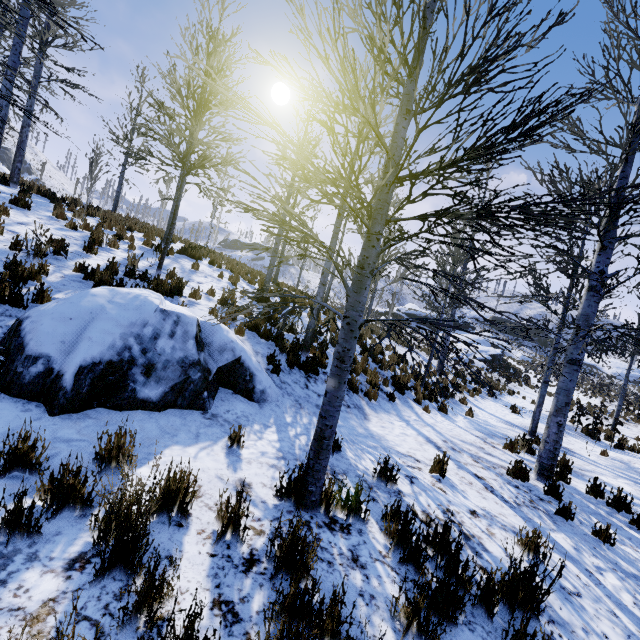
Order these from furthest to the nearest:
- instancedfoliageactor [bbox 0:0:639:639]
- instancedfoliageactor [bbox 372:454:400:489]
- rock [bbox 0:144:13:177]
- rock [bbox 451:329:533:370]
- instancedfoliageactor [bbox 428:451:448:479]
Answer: rock [bbox 0:144:13:177], rock [bbox 451:329:533:370], instancedfoliageactor [bbox 428:451:448:479], instancedfoliageactor [bbox 372:454:400:489], instancedfoliageactor [bbox 0:0:639:639]

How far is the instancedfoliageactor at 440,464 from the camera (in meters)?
5.00

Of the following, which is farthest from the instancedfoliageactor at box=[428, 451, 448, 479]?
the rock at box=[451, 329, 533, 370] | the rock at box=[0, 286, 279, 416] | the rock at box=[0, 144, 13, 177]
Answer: the rock at box=[0, 144, 13, 177]

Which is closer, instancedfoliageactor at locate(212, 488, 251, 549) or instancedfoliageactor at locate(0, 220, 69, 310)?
instancedfoliageactor at locate(212, 488, 251, 549)

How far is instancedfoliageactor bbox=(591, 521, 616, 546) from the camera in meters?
4.5

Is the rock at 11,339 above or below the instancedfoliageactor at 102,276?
→ below

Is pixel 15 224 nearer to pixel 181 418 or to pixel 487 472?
pixel 181 418
